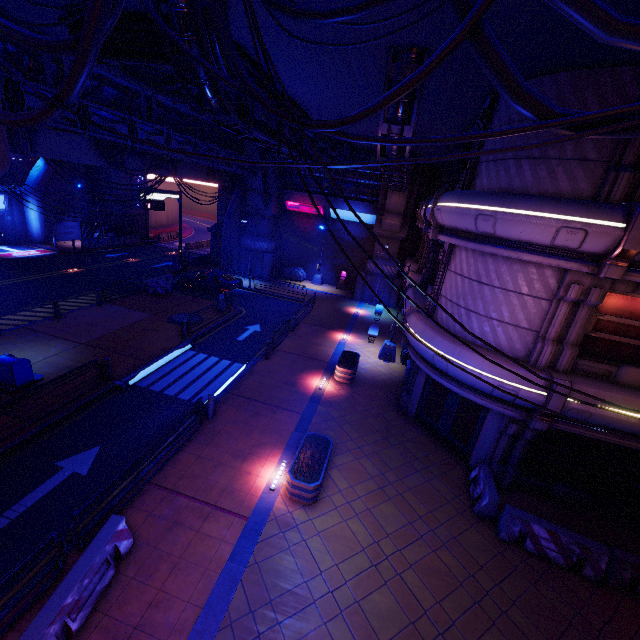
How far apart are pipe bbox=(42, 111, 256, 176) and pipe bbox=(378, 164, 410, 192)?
11.7 meters

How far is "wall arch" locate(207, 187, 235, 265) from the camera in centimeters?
3353cm

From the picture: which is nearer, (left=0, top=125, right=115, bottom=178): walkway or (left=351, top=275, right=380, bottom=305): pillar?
(left=0, top=125, right=115, bottom=178): walkway

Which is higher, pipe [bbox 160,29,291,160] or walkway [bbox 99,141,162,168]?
pipe [bbox 160,29,291,160]

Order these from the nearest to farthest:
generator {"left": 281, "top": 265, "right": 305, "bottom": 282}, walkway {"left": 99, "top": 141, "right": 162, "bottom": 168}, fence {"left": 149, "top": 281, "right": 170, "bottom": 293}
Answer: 1. walkway {"left": 99, "top": 141, "right": 162, "bottom": 168}
2. fence {"left": 149, "top": 281, "right": 170, "bottom": 293}
3. generator {"left": 281, "top": 265, "right": 305, "bottom": 282}

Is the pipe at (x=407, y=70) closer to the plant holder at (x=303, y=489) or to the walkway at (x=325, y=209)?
the walkway at (x=325, y=209)

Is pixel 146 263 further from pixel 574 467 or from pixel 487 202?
pixel 574 467

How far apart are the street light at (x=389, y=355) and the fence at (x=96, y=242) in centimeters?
3255cm
